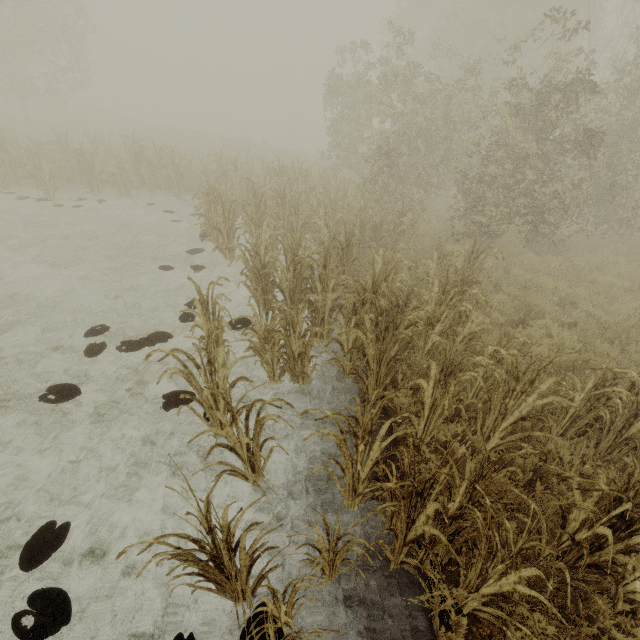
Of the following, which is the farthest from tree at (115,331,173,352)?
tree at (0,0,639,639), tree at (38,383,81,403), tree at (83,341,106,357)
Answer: tree at (0,0,639,639)

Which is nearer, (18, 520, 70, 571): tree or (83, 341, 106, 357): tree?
(18, 520, 70, 571): tree

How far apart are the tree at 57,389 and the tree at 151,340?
0.9m

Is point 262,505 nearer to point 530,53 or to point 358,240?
point 358,240

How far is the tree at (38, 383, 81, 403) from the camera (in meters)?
4.60

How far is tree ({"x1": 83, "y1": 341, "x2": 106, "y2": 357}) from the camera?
5.4 meters

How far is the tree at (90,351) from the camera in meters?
5.4 m

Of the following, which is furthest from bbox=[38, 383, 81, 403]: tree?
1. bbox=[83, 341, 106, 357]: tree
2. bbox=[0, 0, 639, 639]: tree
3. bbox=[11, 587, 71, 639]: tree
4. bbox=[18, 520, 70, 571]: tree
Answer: bbox=[0, 0, 639, 639]: tree
